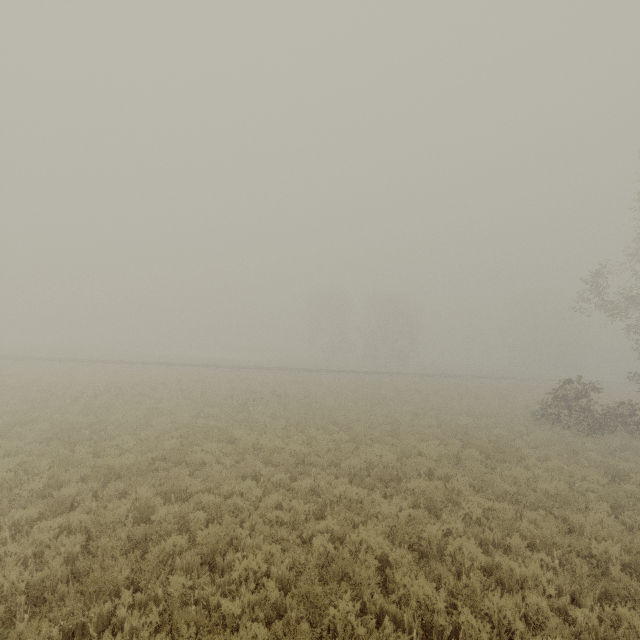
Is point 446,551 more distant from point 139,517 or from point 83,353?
point 83,353
